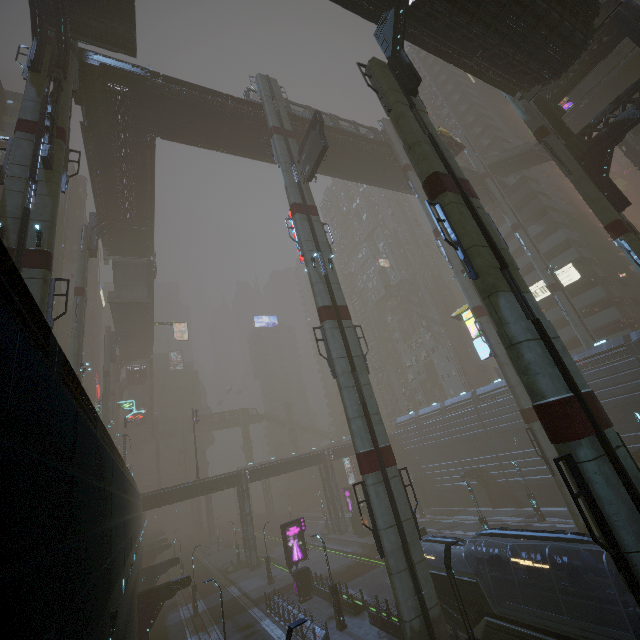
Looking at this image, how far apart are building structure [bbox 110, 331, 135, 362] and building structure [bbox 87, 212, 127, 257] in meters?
23.7

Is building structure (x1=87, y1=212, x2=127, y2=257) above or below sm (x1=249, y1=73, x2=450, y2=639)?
above

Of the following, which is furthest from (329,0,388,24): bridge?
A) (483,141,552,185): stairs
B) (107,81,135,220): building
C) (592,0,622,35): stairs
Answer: (483,141,552,185): stairs

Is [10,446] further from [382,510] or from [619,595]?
[619,595]

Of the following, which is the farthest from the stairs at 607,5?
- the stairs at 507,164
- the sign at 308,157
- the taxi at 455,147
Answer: the sign at 308,157

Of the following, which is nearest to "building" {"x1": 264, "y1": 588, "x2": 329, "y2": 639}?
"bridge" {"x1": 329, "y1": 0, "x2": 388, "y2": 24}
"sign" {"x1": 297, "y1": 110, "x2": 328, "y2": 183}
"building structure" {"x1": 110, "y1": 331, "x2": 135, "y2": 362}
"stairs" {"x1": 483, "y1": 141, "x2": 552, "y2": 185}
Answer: "bridge" {"x1": 329, "y1": 0, "x2": 388, "y2": 24}

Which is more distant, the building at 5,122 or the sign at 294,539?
the building at 5,122

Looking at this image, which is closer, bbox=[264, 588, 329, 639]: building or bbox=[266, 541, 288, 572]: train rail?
bbox=[264, 588, 329, 639]: building
